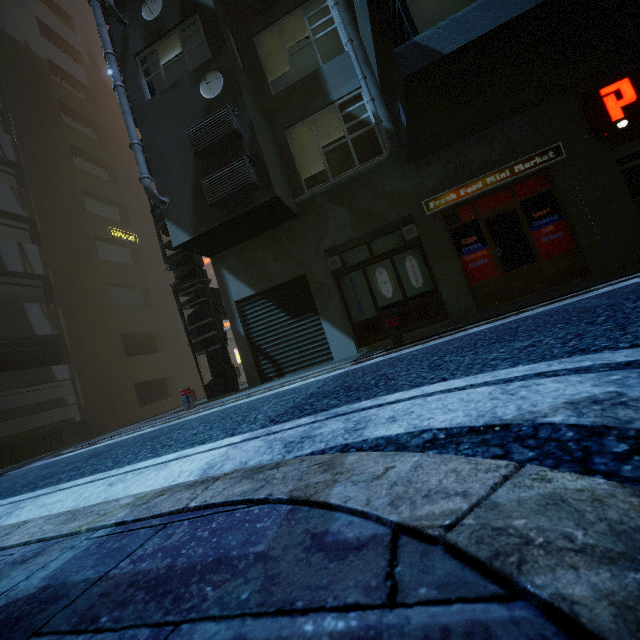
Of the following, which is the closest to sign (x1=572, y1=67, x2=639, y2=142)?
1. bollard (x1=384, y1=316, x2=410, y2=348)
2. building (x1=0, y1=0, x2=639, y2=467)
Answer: building (x1=0, y1=0, x2=639, y2=467)

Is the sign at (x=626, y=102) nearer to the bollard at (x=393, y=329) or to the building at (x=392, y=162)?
the building at (x=392, y=162)

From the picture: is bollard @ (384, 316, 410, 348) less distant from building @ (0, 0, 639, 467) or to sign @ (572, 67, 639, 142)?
building @ (0, 0, 639, 467)

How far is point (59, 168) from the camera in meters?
18.1 m

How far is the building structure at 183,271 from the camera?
9.43m

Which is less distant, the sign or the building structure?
the sign

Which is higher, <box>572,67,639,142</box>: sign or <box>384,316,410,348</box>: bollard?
<box>572,67,639,142</box>: sign

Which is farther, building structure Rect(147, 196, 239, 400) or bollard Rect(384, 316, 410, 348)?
building structure Rect(147, 196, 239, 400)
